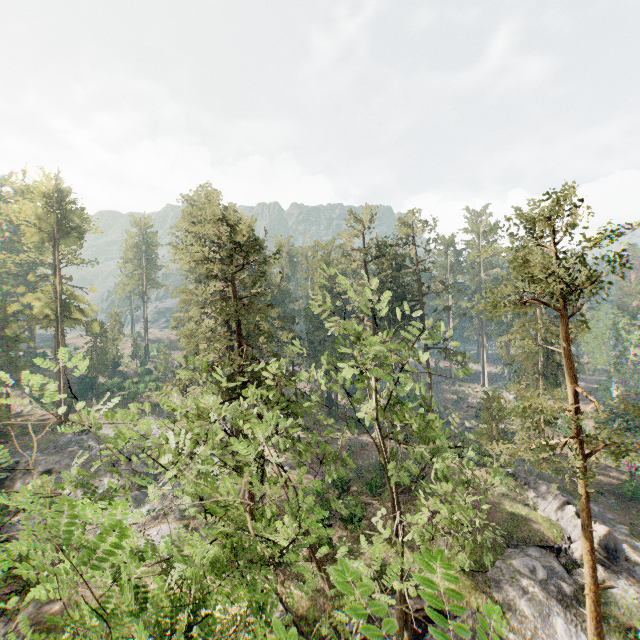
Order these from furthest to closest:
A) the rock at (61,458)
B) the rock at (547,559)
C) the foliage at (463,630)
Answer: the rock at (61,458) → the rock at (547,559) → the foliage at (463,630)

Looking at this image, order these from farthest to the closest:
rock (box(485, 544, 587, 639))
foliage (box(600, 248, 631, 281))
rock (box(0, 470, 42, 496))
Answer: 1. rock (box(0, 470, 42, 496))
2. rock (box(485, 544, 587, 639))
3. foliage (box(600, 248, 631, 281))

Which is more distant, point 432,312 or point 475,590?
point 432,312

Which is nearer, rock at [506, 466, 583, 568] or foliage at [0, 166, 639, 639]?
foliage at [0, 166, 639, 639]

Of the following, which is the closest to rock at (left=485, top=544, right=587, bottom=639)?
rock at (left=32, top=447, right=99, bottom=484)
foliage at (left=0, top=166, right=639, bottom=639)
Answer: foliage at (left=0, top=166, right=639, bottom=639)

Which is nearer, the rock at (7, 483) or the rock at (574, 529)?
the rock at (574, 529)

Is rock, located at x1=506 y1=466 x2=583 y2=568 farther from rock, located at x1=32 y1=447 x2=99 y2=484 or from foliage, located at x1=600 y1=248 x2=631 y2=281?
rock, located at x1=32 y1=447 x2=99 y2=484
